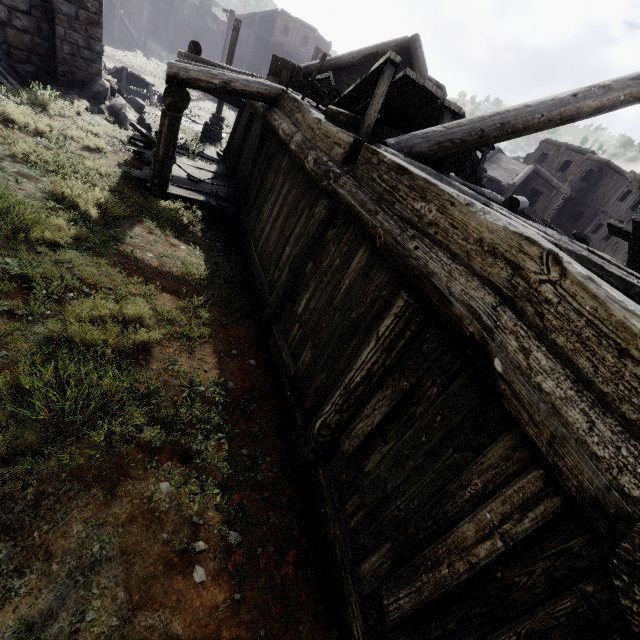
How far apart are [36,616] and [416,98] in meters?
7.4 m

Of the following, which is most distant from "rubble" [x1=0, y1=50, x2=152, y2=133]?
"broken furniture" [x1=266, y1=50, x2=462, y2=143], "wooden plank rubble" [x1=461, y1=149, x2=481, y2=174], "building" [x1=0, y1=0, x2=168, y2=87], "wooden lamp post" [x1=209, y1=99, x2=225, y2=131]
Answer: "wooden plank rubble" [x1=461, y1=149, x2=481, y2=174]

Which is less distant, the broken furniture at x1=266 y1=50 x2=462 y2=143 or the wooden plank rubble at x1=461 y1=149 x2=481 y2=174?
the broken furniture at x1=266 y1=50 x2=462 y2=143

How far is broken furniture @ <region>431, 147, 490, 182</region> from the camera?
4.8 meters

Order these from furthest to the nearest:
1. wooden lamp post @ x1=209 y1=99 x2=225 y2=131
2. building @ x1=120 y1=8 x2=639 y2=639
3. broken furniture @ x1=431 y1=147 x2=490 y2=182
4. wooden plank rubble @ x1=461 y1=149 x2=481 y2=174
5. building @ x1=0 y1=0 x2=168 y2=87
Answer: wooden lamp post @ x1=209 y1=99 x2=225 y2=131 < wooden plank rubble @ x1=461 y1=149 x2=481 y2=174 < building @ x1=0 y1=0 x2=168 y2=87 < broken furniture @ x1=431 y1=147 x2=490 y2=182 < building @ x1=120 y1=8 x2=639 y2=639

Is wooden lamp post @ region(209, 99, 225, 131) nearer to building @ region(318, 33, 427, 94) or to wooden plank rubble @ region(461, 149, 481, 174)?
building @ region(318, 33, 427, 94)

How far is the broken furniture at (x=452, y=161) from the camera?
4.8 meters

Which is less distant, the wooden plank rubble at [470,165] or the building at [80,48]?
the building at [80,48]
